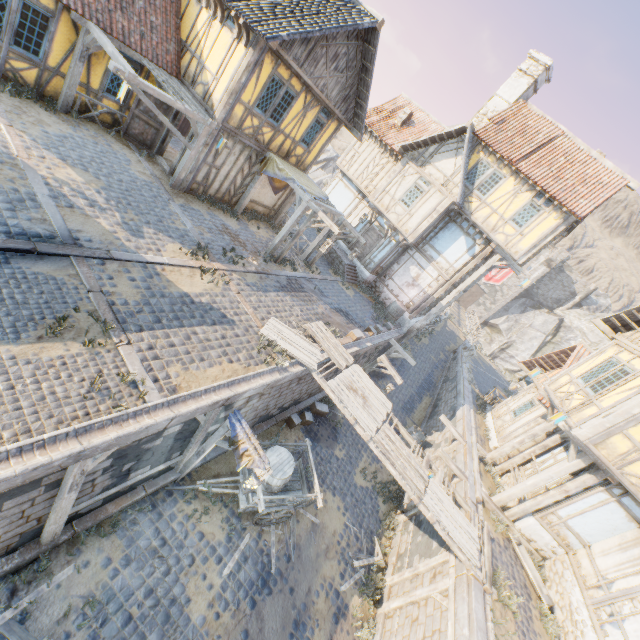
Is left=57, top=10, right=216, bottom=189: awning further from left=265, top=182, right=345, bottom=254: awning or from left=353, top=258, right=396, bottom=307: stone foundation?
left=353, top=258, right=396, bottom=307: stone foundation

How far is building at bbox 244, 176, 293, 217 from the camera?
15.2 meters

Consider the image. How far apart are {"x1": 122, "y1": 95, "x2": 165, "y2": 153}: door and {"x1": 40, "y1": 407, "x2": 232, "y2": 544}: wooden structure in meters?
11.2 m

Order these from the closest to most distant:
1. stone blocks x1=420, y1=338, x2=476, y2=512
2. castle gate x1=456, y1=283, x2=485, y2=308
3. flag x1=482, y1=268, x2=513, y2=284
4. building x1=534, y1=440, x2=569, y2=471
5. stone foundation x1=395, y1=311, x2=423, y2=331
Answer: stone blocks x1=420, y1=338, x2=476, y2=512
building x1=534, y1=440, x2=569, y2=471
stone foundation x1=395, y1=311, x2=423, y2=331
flag x1=482, y1=268, x2=513, y2=284
castle gate x1=456, y1=283, x2=485, y2=308

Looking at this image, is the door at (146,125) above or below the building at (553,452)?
below

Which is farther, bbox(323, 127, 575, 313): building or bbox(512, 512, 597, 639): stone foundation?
bbox(323, 127, 575, 313): building

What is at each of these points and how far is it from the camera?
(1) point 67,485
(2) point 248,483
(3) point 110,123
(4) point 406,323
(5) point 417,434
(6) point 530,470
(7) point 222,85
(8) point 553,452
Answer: (1) wooden structure, 5.2m
(2) street light, 7.2m
(3) building, 12.1m
(4) stone foundation, 19.7m
(5) barrel, 16.7m
(6) building, 13.1m
(7) building, 11.0m
(8) building, 13.0m

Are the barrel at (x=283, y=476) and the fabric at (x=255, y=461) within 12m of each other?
yes
